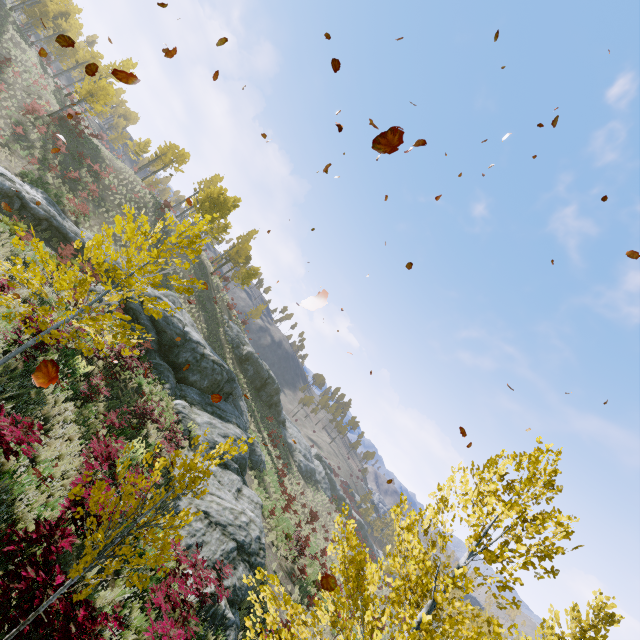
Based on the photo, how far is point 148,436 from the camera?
13.6 meters

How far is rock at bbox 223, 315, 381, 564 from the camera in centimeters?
4075cm

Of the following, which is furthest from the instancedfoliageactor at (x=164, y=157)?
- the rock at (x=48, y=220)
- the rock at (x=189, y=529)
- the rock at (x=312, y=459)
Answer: the rock at (x=312, y=459)

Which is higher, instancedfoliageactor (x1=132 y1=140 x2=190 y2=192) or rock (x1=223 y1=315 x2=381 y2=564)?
instancedfoliageactor (x1=132 y1=140 x2=190 y2=192)

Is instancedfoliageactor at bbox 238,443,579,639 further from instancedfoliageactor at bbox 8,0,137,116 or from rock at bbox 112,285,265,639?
instancedfoliageactor at bbox 8,0,137,116

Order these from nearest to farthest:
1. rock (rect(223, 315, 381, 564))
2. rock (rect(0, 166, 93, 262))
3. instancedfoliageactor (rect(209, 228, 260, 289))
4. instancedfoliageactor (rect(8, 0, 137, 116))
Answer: rock (rect(0, 166, 93, 262))
instancedfoliageactor (rect(8, 0, 137, 116))
rock (rect(223, 315, 381, 564))
instancedfoliageactor (rect(209, 228, 260, 289))

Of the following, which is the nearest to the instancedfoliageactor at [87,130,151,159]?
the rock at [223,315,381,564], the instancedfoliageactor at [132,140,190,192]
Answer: the rock at [223,315,381,564]

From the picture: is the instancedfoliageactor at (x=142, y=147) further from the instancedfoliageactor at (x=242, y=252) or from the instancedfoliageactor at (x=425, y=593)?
the instancedfoliageactor at (x=425, y=593)
